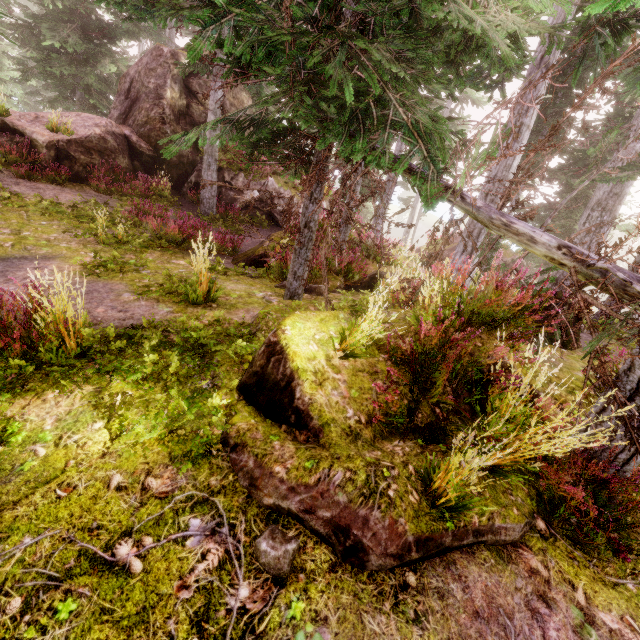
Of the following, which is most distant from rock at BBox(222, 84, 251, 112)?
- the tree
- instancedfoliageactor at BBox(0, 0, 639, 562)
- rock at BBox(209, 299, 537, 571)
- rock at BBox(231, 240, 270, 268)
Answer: rock at BBox(209, 299, 537, 571)

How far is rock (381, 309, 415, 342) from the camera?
4.4m

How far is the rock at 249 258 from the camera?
10.1 meters

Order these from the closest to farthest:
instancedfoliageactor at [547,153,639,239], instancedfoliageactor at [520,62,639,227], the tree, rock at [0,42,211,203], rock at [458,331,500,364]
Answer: the tree, rock at [458,331,500,364], instancedfoliageactor at [547,153,639,239], rock at [0,42,211,203], instancedfoliageactor at [520,62,639,227]

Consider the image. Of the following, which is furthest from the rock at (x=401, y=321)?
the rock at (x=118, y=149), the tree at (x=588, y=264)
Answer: the rock at (x=118, y=149)

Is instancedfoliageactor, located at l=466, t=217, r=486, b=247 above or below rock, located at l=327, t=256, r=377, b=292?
above

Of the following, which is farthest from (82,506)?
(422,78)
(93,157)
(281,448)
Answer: (93,157)

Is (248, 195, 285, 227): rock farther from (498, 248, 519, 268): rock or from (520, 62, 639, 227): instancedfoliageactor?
(498, 248, 519, 268): rock
